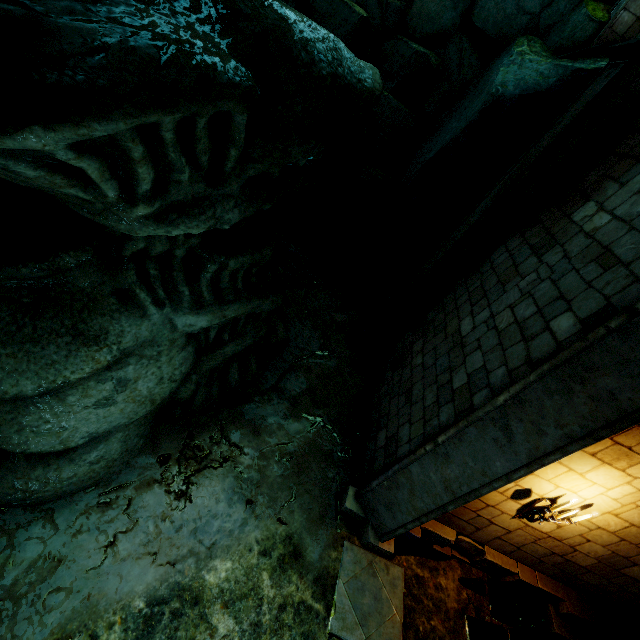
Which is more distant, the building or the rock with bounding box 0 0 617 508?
the building

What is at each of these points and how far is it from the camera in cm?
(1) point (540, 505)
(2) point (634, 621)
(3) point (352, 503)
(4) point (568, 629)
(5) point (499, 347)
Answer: (1) candelabra, 458
(2) rock, 561
(3) brick, 538
(4) brick, 552
(5) building, 477

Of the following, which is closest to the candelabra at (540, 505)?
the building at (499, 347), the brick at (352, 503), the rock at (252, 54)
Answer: the building at (499, 347)

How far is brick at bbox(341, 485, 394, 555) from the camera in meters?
5.1 m

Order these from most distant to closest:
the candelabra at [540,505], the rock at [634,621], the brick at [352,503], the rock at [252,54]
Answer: the rock at [634,621]
the brick at [352,503]
the candelabra at [540,505]
the rock at [252,54]

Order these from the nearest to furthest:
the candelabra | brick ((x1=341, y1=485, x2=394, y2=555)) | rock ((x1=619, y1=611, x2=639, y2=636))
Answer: the candelabra, brick ((x1=341, y1=485, x2=394, y2=555)), rock ((x1=619, y1=611, x2=639, y2=636))

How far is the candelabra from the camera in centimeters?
422cm

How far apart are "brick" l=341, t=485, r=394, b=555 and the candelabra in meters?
1.9
